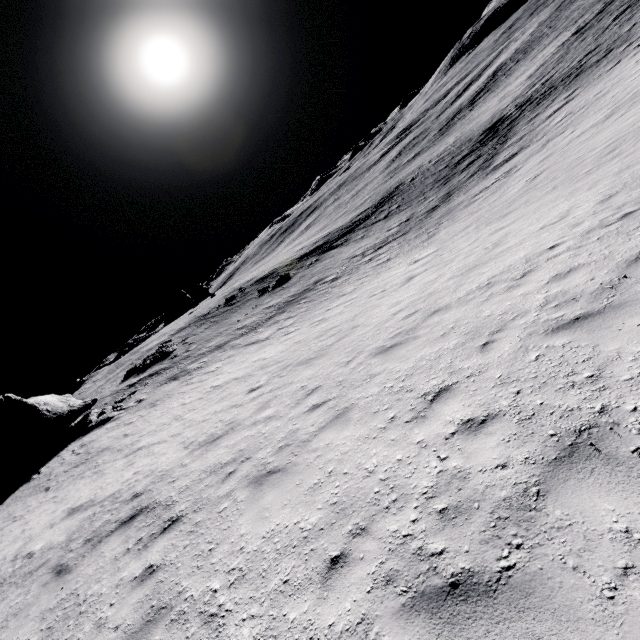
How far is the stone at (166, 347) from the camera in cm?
3045

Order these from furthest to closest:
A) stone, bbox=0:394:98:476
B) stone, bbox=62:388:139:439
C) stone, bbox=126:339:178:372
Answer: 1. stone, bbox=126:339:178:372
2. stone, bbox=62:388:139:439
3. stone, bbox=0:394:98:476

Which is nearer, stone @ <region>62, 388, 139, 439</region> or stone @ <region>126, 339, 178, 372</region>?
stone @ <region>62, 388, 139, 439</region>

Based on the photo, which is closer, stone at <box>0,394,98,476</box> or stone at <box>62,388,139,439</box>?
stone at <box>0,394,98,476</box>

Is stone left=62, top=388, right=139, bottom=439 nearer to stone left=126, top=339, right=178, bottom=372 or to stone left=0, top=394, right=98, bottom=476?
stone left=0, top=394, right=98, bottom=476

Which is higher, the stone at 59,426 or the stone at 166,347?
the stone at 59,426

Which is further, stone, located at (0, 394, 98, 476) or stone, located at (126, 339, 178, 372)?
stone, located at (126, 339, 178, 372)

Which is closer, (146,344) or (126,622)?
(126,622)
